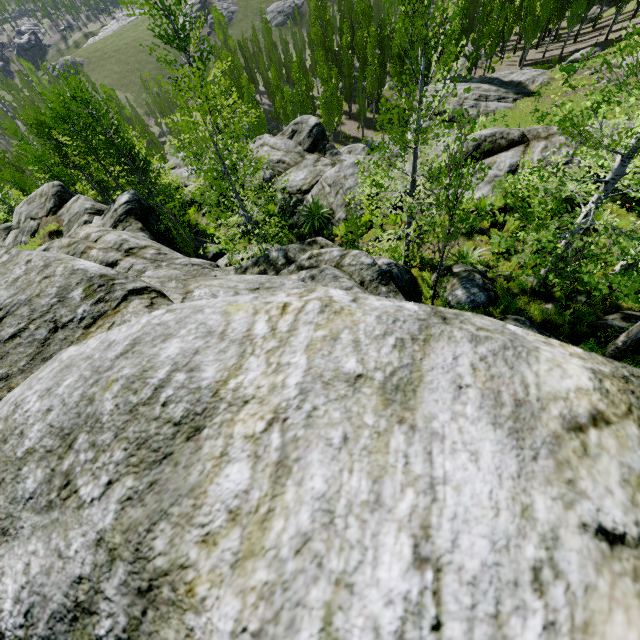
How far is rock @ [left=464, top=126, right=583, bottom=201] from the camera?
11.81m

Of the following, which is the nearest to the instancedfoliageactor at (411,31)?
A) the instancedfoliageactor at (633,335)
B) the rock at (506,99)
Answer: the rock at (506,99)

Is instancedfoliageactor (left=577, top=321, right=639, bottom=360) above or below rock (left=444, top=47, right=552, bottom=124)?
above

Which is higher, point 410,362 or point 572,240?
point 410,362

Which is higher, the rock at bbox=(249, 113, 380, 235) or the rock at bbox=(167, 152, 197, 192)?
the rock at bbox=(249, 113, 380, 235)
